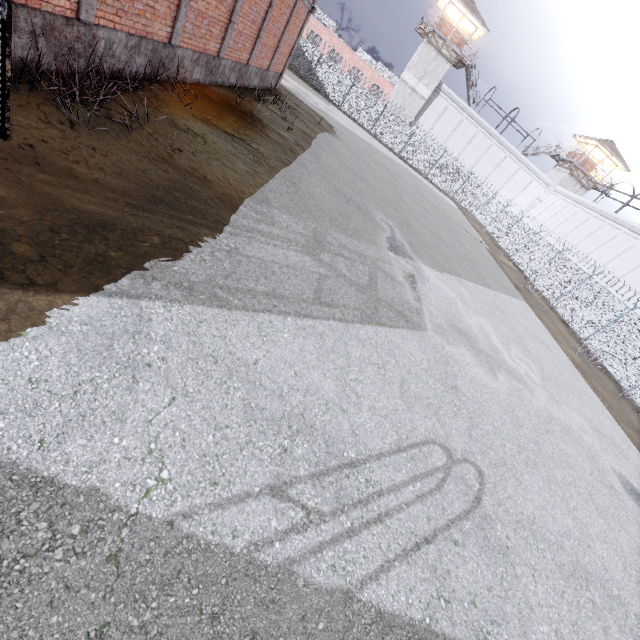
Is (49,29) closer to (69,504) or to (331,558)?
(69,504)

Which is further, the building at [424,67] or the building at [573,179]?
the building at [573,179]

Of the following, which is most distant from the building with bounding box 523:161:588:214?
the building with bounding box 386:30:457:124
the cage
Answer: the cage

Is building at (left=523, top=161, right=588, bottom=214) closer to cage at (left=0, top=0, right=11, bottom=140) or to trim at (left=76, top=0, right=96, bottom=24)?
trim at (left=76, top=0, right=96, bottom=24)

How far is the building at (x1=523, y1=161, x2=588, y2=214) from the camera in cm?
4081

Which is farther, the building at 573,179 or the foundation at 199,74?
the building at 573,179

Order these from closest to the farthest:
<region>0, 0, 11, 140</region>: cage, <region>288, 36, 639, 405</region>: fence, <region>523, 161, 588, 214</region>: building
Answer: <region>0, 0, 11, 140</region>: cage → <region>288, 36, 639, 405</region>: fence → <region>523, 161, 588, 214</region>: building

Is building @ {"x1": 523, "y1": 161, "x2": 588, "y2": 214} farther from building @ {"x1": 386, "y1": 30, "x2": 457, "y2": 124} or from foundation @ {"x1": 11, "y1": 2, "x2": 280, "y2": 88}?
foundation @ {"x1": 11, "y1": 2, "x2": 280, "y2": 88}
